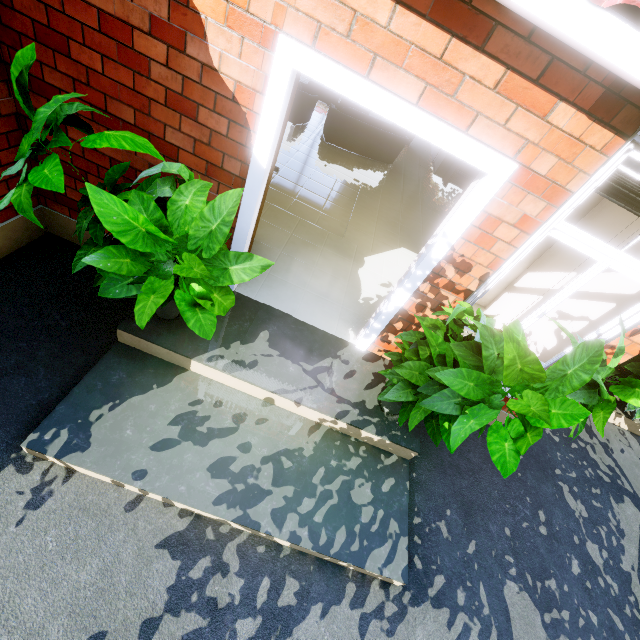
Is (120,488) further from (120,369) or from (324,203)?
(324,203)

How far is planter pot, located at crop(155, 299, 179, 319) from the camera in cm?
277

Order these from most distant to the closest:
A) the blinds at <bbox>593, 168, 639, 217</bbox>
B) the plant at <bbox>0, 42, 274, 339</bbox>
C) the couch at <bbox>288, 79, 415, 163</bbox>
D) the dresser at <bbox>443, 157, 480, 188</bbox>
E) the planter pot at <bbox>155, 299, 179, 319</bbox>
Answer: the dresser at <bbox>443, 157, 480, 188</bbox>, the couch at <bbox>288, 79, 415, 163</bbox>, the planter pot at <bbox>155, 299, 179, 319</bbox>, the blinds at <bbox>593, 168, 639, 217</bbox>, the plant at <bbox>0, 42, 274, 339</bbox>

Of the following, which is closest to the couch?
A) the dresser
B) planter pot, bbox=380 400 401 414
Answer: the dresser

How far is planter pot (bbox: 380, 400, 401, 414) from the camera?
3.0m

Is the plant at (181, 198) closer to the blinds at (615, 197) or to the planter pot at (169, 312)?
the planter pot at (169, 312)

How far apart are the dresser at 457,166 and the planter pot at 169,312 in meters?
8.6 m

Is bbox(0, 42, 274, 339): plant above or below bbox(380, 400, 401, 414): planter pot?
above
